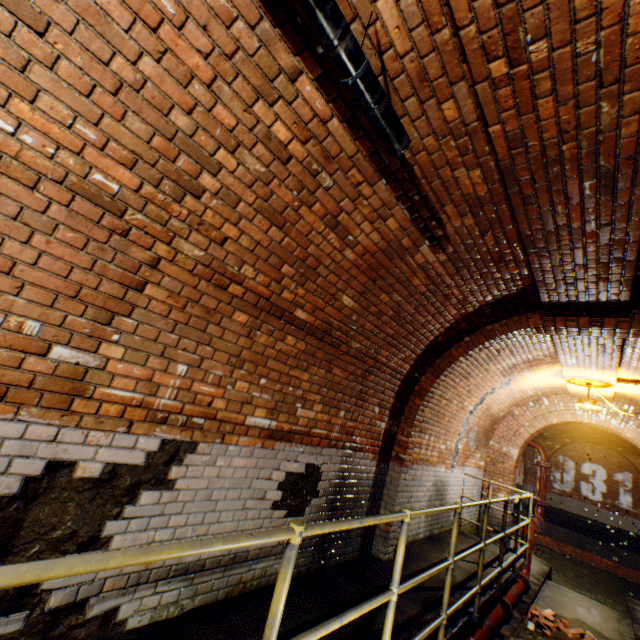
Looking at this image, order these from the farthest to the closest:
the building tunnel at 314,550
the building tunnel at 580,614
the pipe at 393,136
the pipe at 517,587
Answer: the building tunnel at 580,614, the pipe at 517,587, the building tunnel at 314,550, the pipe at 393,136

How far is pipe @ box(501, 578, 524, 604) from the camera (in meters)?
5.70

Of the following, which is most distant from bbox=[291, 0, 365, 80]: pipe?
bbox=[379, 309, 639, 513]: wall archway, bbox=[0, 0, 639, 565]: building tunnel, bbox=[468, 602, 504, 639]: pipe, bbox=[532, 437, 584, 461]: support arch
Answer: bbox=[532, 437, 584, 461]: support arch

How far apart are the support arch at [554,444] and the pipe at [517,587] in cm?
1538

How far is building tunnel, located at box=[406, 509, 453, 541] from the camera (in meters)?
5.73

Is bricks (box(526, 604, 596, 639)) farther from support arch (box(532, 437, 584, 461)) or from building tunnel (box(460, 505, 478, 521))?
support arch (box(532, 437, 584, 461))

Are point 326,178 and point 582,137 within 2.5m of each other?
yes

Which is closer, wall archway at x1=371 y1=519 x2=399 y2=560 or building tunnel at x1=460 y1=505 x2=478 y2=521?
wall archway at x1=371 y1=519 x2=399 y2=560
